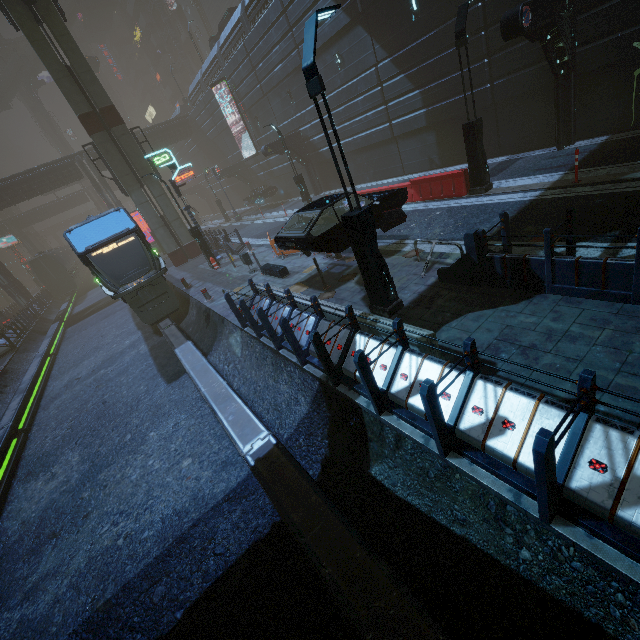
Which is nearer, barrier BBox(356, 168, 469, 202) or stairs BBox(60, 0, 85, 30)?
barrier BBox(356, 168, 469, 202)

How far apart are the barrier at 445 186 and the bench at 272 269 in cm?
662

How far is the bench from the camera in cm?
1248

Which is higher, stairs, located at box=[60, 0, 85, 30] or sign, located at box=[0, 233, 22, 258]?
stairs, located at box=[60, 0, 85, 30]

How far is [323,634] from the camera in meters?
4.1

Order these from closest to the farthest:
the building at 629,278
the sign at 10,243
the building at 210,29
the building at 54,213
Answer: the building at 629,278
the building at 210,29
the sign at 10,243
the building at 54,213

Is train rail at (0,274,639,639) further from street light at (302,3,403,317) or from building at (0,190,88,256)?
street light at (302,3,403,317)

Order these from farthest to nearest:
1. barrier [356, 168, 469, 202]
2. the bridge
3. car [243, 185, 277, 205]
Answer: the bridge
car [243, 185, 277, 205]
barrier [356, 168, 469, 202]
